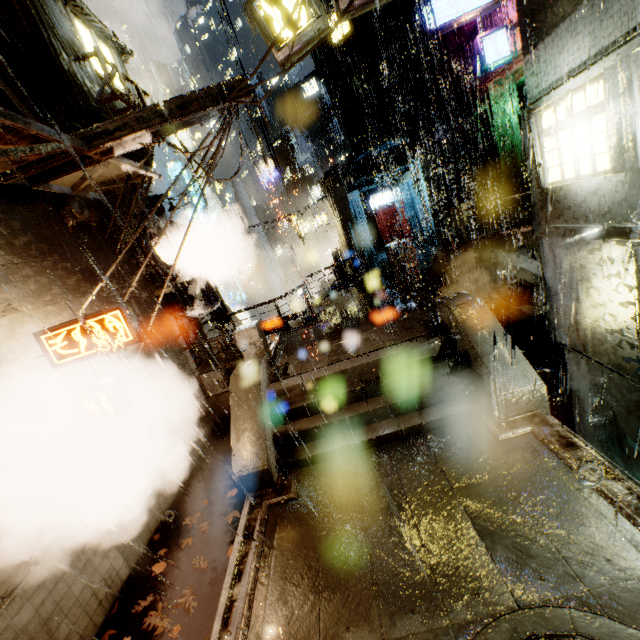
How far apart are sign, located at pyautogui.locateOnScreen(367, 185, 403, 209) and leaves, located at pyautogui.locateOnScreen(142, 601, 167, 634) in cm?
2623

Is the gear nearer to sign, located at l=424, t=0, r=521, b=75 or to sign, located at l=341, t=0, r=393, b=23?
sign, located at l=341, t=0, r=393, b=23

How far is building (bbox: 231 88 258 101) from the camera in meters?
6.8

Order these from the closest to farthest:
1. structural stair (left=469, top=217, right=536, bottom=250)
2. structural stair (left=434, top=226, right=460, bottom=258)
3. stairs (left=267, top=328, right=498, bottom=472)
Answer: stairs (left=267, top=328, right=498, bottom=472), structural stair (left=469, top=217, right=536, bottom=250), structural stair (left=434, top=226, right=460, bottom=258)

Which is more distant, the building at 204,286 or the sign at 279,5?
the sign at 279,5

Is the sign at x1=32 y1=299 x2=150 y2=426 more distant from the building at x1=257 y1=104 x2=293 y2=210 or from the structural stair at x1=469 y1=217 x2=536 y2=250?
the structural stair at x1=469 y1=217 x2=536 y2=250

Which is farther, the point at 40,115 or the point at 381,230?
the point at 381,230

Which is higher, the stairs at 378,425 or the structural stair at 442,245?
the structural stair at 442,245
